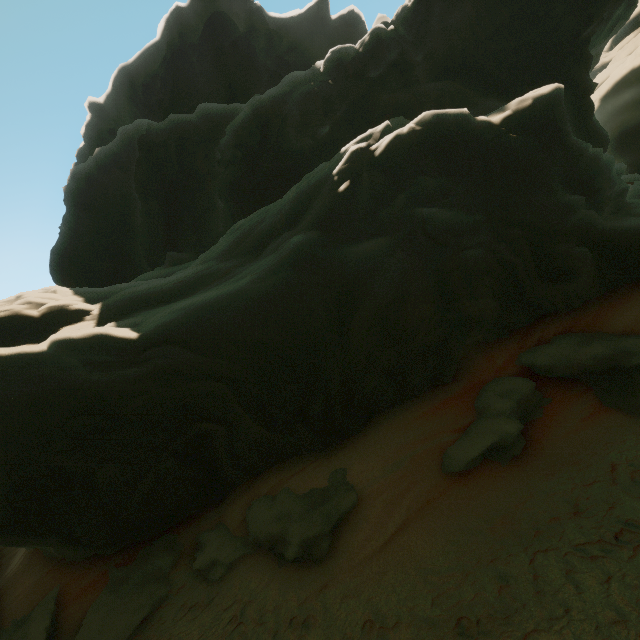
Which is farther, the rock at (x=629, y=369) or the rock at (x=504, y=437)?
the rock at (x=629, y=369)

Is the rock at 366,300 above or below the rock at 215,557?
above

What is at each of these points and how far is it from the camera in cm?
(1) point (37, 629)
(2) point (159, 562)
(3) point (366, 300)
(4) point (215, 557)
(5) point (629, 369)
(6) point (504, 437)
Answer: (1) rock, 884
(2) rock, 991
(3) rock, 982
(4) rock, 946
(5) rock, 939
(6) rock, 845

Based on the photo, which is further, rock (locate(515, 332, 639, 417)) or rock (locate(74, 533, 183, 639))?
rock (locate(515, 332, 639, 417))

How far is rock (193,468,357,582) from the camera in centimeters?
816cm
